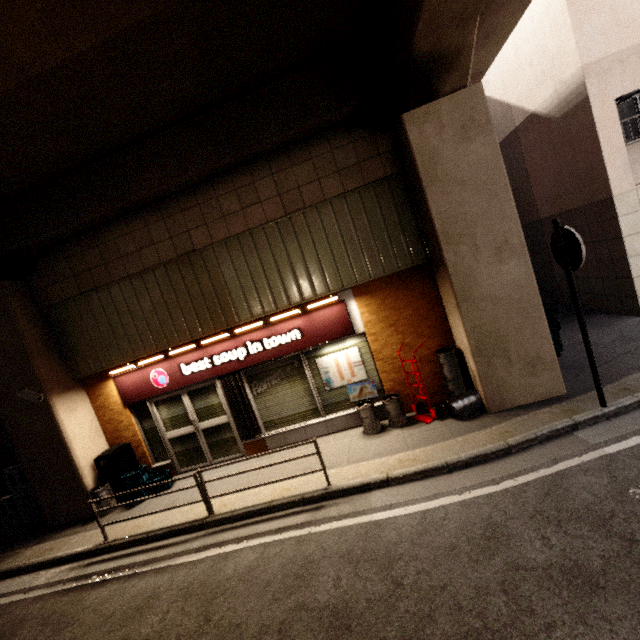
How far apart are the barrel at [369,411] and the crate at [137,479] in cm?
508

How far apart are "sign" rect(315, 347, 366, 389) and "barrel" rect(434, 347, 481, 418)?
1.38m

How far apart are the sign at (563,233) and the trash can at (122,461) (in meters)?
9.47

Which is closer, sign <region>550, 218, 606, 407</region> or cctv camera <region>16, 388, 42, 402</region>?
sign <region>550, 218, 606, 407</region>

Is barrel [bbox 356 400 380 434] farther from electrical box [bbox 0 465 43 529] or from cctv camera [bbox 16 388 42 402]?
electrical box [bbox 0 465 43 529]

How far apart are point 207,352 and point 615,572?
7.0 meters

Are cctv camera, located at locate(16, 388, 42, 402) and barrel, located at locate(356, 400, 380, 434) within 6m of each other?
no

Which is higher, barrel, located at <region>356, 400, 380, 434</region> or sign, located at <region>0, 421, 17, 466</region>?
sign, located at <region>0, 421, 17, 466</region>
